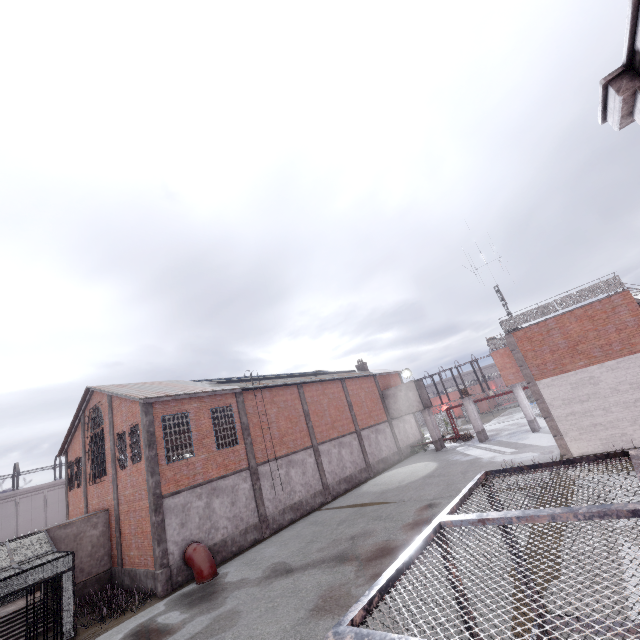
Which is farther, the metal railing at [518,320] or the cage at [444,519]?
the metal railing at [518,320]

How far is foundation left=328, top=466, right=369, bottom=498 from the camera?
24.5m

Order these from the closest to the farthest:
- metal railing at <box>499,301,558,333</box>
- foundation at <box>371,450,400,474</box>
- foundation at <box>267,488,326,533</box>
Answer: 1. metal railing at <box>499,301,558,333</box>
2. foundation at <box>267,488,326,533</box>
3. foundation at <box>371,450,400,474</box>

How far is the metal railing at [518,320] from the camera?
18.28m

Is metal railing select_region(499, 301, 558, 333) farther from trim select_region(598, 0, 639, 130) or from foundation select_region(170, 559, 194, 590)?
foundation select_region(170, 559, 194, 590)

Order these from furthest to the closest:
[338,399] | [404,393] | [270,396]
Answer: [404,393] < [338,399] < [270,396]

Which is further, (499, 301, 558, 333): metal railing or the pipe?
(499, 301, 558, 333): metal railing

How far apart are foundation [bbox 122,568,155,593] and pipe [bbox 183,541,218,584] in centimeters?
113cm
